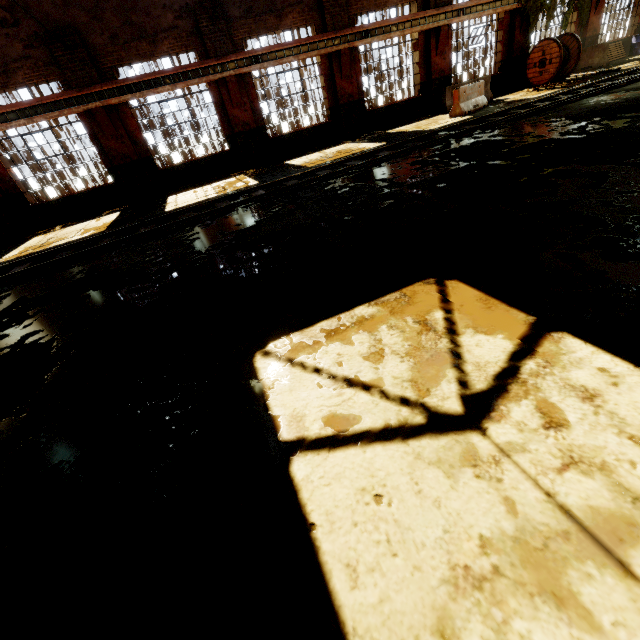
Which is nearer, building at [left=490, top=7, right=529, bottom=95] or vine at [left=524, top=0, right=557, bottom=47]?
vine at [left=524, top=0, right=557, bottom=47]

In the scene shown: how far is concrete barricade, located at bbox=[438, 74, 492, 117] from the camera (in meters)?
13.09

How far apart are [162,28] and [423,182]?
12.4 meters

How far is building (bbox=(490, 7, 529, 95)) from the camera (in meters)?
Result: 15.84

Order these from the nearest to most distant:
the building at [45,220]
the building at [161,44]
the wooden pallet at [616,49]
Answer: the building at [161,44], the building at [45,220], the wooden pallet at [616,49]

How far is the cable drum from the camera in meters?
15.0

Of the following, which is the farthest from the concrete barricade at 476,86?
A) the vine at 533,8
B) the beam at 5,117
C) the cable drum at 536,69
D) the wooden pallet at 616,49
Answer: the wooden pallet at 616,49

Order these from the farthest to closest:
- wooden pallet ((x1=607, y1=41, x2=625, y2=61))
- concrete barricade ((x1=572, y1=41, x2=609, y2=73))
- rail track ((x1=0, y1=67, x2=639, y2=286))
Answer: wooden pallet ((x1=607, y1=41, x2=625, y2=61)) → concrete barricade ((x1=572, y1=41, x2=609, y2=73)) → rail track ((x1=0, y1=67, x2=639, y2=286))
